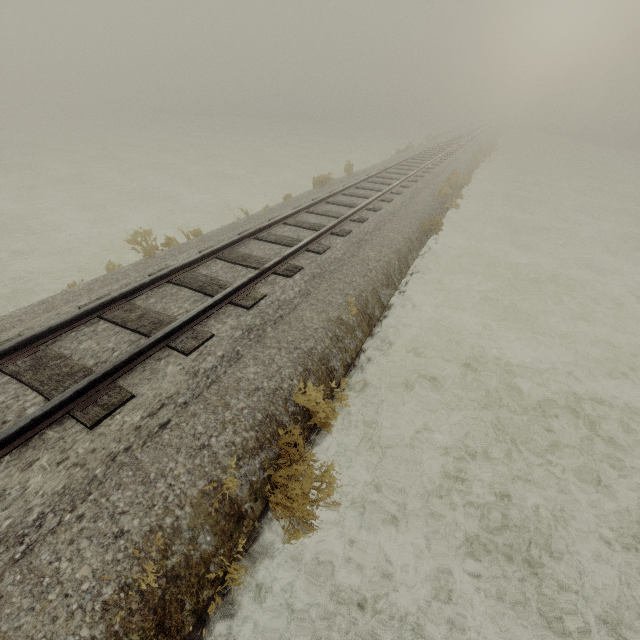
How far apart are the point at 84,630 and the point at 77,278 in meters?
8.6
